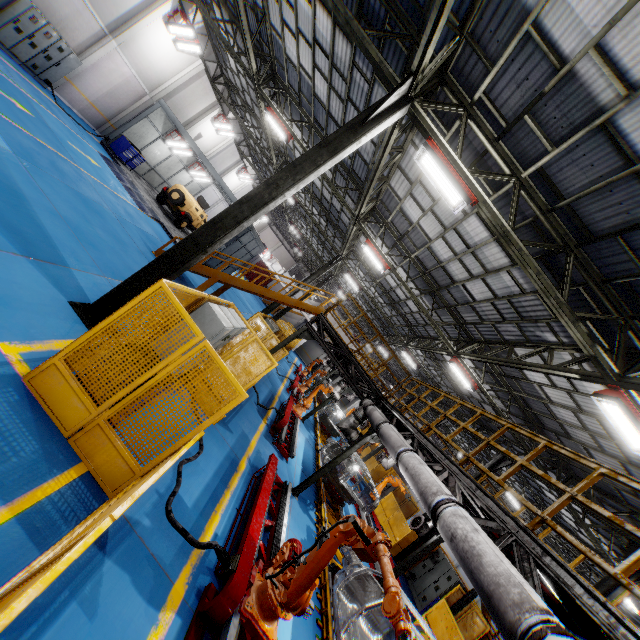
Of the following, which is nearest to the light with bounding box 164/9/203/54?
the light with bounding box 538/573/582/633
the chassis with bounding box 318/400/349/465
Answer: the chassis with bounding box 318/400/349/465

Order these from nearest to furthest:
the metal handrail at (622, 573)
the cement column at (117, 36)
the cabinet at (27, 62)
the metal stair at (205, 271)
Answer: the metal handrail at (622, 573) → the cabinet at (27, 62) → the metal stair at (205, 271) → the cement column at (117, 36)

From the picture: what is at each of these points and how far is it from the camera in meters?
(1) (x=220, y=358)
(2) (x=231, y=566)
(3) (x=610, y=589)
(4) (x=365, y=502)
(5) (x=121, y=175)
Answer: (1) metal panel, 4.3
(2) plug, 4.6
(3) metal pole, 10.1
(4) chassis, 12.3
(5) metal ramp, 17.8

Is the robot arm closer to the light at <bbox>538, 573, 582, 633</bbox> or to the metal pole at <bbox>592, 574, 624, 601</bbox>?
the light at <bbox>538, 573, 582, 633</bbox>

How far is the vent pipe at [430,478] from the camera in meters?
4.9

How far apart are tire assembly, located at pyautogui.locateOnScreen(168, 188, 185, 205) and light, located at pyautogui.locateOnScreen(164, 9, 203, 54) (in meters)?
7.93

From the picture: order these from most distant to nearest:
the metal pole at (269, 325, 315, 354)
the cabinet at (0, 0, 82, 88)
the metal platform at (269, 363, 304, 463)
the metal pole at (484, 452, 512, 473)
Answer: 1. the metal pole at (484, 452, 512, 473)
2. the cabinet at (0, 0, 82, 88)
3. the metal pole at (269, 325, 315, 354)
4. the metal platform at (269, 363, 304, 463)

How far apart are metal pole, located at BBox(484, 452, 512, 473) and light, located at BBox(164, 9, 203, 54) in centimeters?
2885cm
